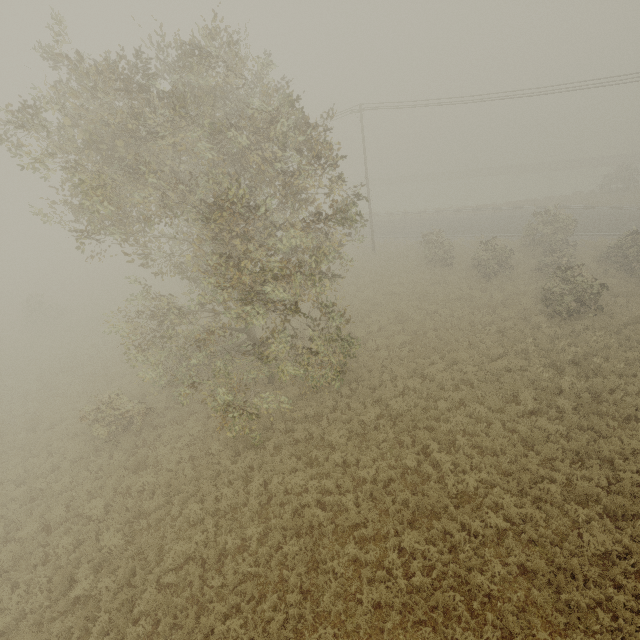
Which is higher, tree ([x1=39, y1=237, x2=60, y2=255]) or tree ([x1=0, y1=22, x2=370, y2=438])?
tree ([x1=0, y1=22, x2=370, y2=438])

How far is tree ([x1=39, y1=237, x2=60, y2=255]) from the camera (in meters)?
57.25

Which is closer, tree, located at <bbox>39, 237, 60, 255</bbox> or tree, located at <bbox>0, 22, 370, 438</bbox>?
tree, located at <bbox>0, 22, 370, 438</bbox>

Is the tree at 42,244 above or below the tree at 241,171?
below

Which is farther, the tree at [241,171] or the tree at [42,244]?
the tree at [42,244]

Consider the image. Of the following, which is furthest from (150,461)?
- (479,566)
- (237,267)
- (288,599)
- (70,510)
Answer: (479,566)
